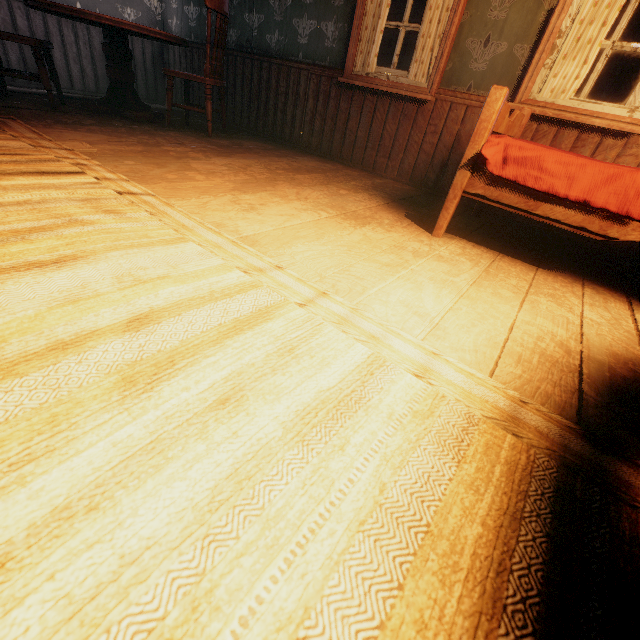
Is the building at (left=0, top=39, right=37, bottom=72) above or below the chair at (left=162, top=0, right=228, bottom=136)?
below

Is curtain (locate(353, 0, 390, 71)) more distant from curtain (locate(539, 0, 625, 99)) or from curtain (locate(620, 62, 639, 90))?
curtain (locate(620, 62, 639, 90))

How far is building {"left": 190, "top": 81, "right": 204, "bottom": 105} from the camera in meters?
4.7 m

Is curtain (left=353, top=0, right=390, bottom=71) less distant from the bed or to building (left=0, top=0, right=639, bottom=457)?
building (left=0, top=0, right=639, bottom=457)

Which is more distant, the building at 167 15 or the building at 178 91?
the building at 178 91

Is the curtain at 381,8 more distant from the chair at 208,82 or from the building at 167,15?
the chair at 208,82

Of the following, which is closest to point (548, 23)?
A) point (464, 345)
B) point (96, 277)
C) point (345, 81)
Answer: point (345, 81)

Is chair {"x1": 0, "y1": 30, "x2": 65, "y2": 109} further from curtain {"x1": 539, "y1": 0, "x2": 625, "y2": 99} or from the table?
curtain {"x1": 539, "y1": 0, "x2": 625, "y2": 99}
